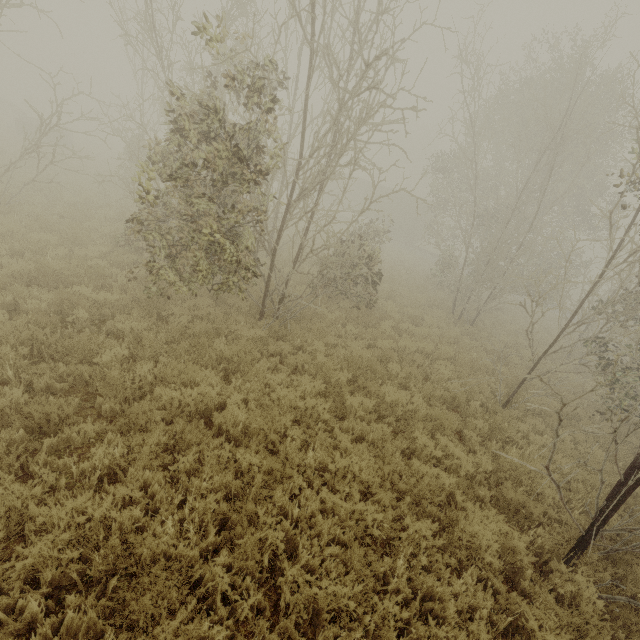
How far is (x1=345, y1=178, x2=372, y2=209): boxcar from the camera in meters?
36.6 m

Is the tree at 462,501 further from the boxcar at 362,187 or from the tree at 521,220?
the boxcar at 362,187

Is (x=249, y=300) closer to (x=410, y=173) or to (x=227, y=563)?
(x=227, y=563)

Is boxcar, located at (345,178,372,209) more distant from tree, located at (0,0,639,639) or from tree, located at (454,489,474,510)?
tree, located at (454,489,474,510)

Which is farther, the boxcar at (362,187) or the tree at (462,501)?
the boxcar at (362,187)

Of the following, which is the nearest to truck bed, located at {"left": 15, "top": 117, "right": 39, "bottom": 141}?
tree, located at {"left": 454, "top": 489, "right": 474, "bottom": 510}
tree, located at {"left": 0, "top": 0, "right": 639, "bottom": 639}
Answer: tree, located at {"left": 0, "top": 0, "right": 639, "bottom": 639}

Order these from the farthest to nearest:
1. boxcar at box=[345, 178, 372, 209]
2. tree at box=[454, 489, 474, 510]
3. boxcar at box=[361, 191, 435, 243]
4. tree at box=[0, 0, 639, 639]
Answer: boxcar at box=[345, 178, 372, 209]
boxcar at box=[361, 191, 435, 243]
tree at box=[454, 489, 474, 510]
tree at box=[0, 0, 639, 639]

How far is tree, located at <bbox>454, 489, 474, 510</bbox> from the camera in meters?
5.1 m
